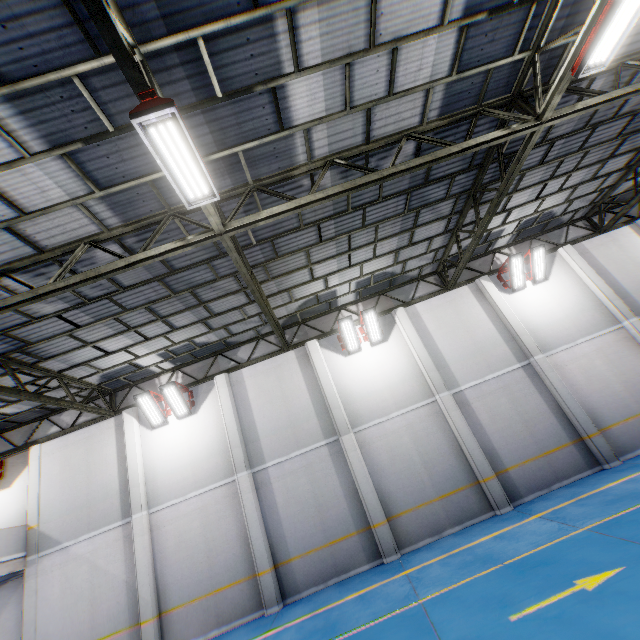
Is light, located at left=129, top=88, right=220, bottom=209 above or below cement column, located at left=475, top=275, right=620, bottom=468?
above

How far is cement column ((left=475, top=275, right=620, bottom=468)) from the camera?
10.9 meters

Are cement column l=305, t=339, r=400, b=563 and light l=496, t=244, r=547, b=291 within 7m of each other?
no

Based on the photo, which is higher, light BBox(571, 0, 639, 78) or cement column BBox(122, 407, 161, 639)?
light BBox(571, 0, 639, 78)

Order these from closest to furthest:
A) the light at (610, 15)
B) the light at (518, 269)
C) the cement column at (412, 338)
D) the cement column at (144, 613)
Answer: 1. the light at (610, 15)
2. the cement column at (144, 613)
3. the cement column at (412, 338)
4. the light at (518, 269)

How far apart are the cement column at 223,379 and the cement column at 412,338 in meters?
7.3 m

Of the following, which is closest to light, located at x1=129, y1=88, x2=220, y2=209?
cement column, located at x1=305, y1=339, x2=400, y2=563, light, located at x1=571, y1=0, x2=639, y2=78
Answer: light, located at x1=571, y1=0, x2=639, y2=78

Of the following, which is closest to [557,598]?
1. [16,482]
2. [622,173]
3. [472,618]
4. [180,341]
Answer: [472,618]
